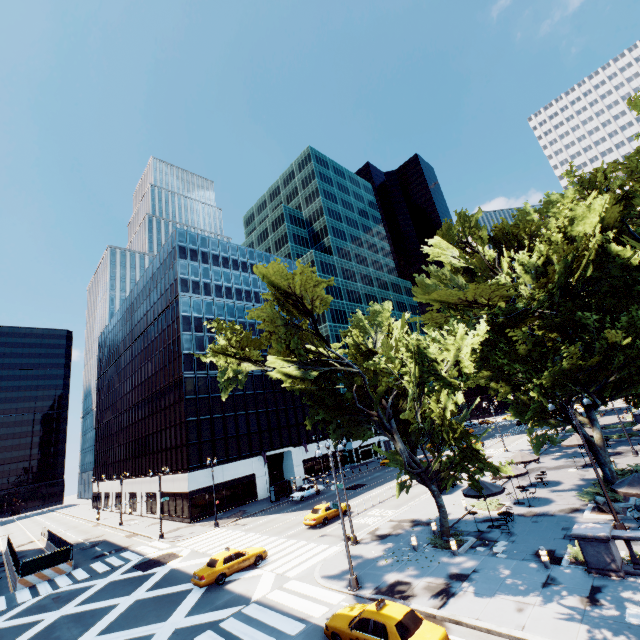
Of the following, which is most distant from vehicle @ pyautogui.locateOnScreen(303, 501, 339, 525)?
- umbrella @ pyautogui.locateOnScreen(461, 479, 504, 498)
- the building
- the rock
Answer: the rock

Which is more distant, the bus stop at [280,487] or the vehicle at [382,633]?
the bus stop at [280,487]

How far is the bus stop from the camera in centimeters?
4388cm

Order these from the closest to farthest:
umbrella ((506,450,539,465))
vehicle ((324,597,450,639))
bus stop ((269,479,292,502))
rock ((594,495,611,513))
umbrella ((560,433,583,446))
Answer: vehicle ((324,597,450,639)), rock ((594,495,611,513)), umbrella ((506,450,539,465)), umbrella ((560,433,583,446)), bus stop ((269,479,292,502))

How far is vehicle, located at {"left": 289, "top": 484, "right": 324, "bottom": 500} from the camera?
42.1m

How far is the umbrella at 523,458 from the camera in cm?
2897

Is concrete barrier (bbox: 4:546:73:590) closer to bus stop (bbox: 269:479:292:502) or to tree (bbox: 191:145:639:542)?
bus stop (bbox: 269:479:292:502)

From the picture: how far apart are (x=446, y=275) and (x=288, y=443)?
40.60m
